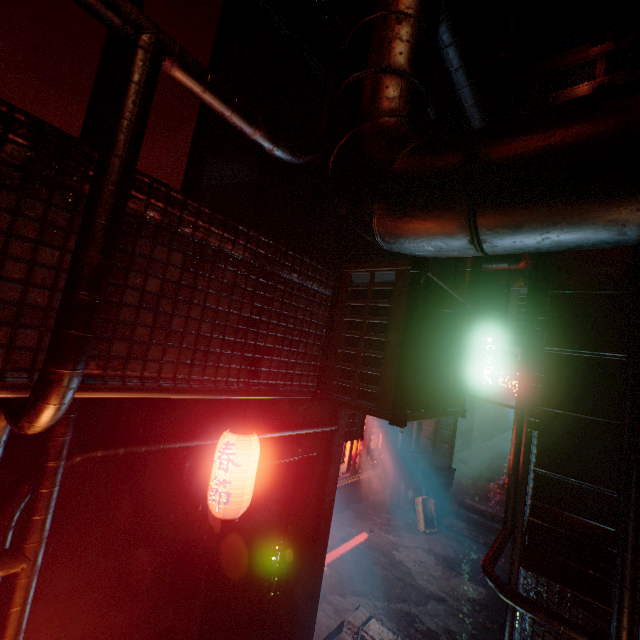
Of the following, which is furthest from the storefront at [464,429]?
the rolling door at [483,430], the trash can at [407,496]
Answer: the trash can at [407,496]

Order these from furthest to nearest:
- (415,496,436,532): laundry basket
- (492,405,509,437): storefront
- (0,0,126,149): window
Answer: (492,405,509,437): storefront → (415,496,436,532): laundry basket → (0,0,126,149): window

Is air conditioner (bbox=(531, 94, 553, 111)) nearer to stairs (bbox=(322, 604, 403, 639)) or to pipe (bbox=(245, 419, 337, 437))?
pipe (bbox=(245, 419, 337, 437))

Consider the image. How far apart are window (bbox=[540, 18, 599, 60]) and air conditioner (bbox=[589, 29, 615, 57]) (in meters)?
0.74

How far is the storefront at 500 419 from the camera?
15.14m

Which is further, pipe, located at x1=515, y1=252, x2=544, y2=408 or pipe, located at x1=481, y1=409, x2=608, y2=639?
pipe, located at x1=515, y1=252, x2=544, y2=408

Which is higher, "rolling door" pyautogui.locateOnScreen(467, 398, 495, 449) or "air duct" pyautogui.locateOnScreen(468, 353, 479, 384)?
"air duct" pyautogui.locateOnScreen(468, 353, 479, 384)

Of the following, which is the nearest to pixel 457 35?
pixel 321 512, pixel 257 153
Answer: pixel 257 153
